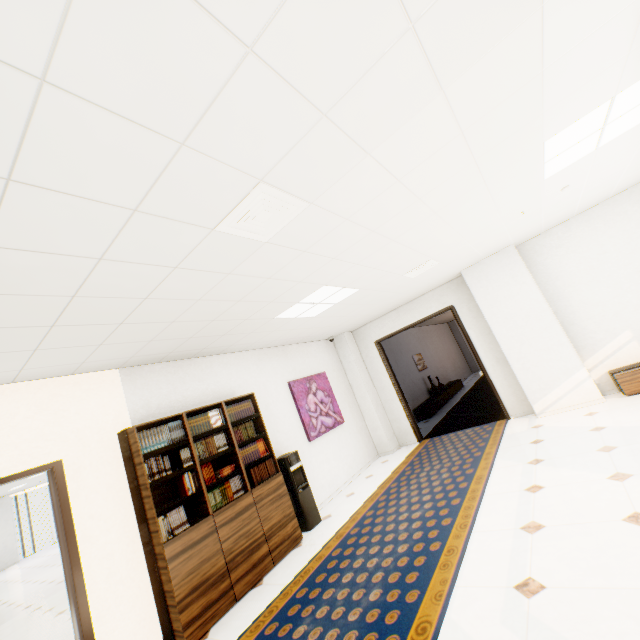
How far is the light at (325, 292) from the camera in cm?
430

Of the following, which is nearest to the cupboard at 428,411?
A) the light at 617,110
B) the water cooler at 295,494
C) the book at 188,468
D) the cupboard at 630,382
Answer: the cupboard at 630,382

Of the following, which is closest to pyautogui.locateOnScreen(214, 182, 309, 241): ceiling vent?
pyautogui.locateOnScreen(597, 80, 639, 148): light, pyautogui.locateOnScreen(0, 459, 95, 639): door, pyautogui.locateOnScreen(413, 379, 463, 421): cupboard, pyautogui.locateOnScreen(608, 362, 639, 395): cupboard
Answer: pyautogui.locateOnScreen(597, 80, 639, 148): light

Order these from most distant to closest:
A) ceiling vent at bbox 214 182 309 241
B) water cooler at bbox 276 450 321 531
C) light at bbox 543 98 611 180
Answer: water cooler at bbox 276 450 321 531
light at bbox 543 98 611 180
ceiling vent at bbox 214 182 309 241

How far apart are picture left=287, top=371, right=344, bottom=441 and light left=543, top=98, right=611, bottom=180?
4.9 meters

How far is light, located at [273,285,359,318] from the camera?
4.3m

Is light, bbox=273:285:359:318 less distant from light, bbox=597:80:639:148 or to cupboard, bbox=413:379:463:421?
light, bbox=597:80:639:148

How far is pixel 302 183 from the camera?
2.0m
